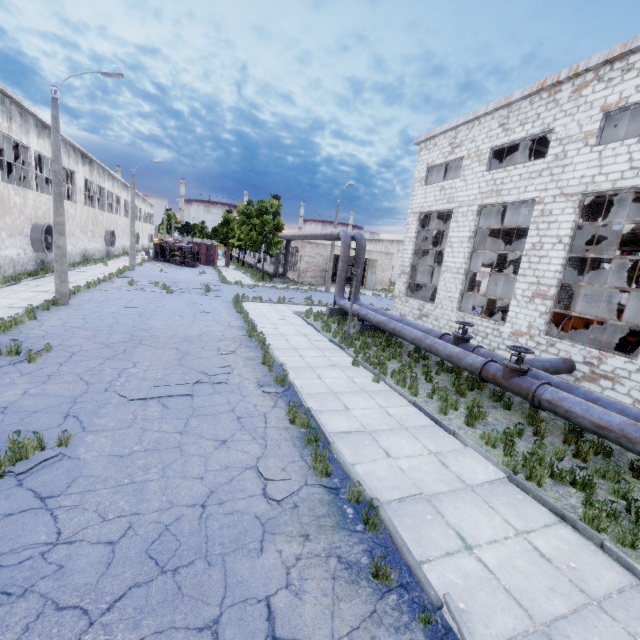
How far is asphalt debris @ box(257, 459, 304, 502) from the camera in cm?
497

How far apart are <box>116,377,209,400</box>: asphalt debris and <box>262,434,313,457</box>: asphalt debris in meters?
2.7 m

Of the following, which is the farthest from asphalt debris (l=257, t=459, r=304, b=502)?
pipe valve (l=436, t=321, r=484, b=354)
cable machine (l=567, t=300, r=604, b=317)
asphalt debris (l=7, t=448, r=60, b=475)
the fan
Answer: cable machine (l=567, t=300, r=604, b=317)

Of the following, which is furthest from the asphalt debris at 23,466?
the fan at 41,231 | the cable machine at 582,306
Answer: the cable machine at 582,306

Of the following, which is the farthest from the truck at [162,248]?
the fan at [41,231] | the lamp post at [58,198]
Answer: the lamp post at [58,198]

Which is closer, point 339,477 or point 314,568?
point 314,568

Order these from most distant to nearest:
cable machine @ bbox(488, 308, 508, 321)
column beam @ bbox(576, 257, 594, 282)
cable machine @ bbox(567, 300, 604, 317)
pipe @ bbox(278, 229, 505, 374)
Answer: column beam @ bbox(576, 257, 594, 282)
cable machine @ bbox(567, 300, 604, 317)
cable machine @ bbox(488, 308, 508, 321)
pipe @ bbox(278, 229, 505, 374)

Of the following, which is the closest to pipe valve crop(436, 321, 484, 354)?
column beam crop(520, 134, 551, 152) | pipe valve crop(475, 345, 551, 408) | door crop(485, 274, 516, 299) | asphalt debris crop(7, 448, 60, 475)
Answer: pipe valve crop(475, 345, 551, 408)
